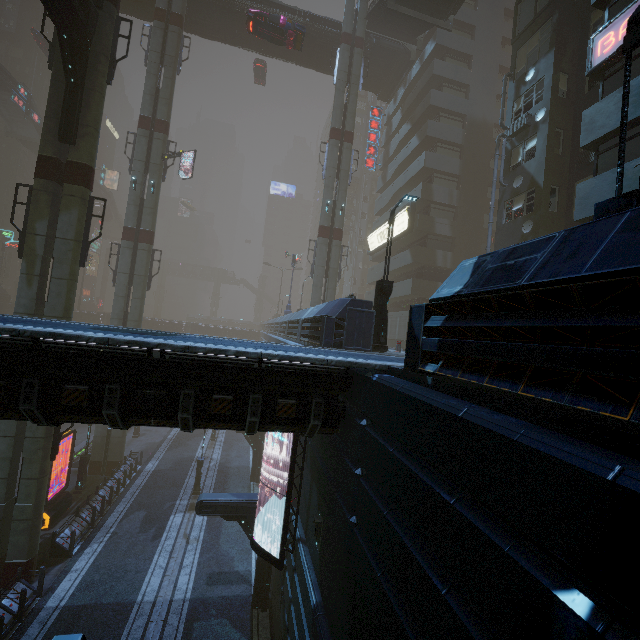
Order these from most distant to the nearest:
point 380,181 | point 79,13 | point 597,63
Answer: point 380,181
point 79,13
point 597,63

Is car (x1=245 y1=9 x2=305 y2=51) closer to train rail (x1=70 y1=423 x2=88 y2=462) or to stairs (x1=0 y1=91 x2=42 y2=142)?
train rail (x1=70 y1=423 x2=88 y2=462)

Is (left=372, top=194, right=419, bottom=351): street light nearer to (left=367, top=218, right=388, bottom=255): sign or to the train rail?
(left=367, top=218, right=388, bottom=255): sign

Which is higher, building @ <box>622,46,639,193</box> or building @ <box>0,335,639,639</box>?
building @ <box>622,46,639,193</box>

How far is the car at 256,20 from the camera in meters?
23.6

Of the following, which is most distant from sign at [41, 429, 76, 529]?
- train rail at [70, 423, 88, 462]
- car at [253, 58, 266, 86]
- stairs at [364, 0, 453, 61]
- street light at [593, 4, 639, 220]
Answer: car at [253, 58, 266, 86]

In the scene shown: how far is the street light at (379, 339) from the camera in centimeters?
1323cm

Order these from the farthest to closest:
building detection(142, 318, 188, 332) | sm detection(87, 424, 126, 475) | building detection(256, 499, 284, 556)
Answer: building detection(142, 318, 188, 332) → sm detection(87, 424, 126, 475) → building detection(256, 499, 284, 556)
